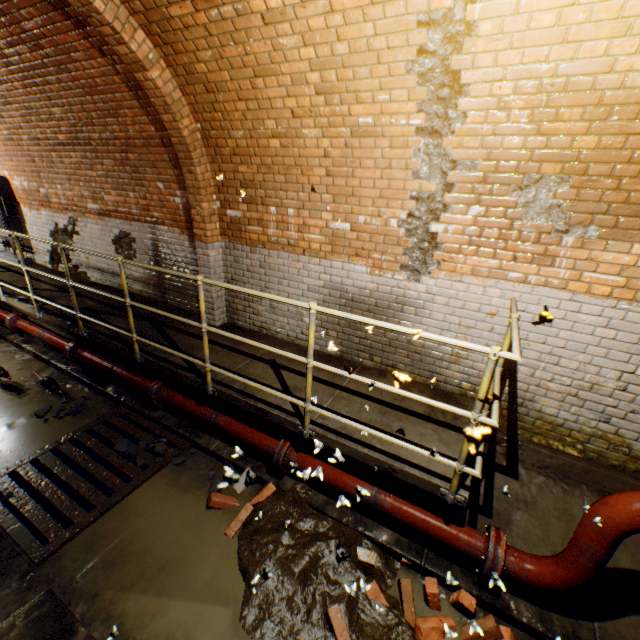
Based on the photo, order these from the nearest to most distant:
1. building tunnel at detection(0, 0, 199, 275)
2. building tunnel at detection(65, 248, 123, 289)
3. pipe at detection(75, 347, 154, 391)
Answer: building tunnel at detection(0, 0, 199, 275) → pipe at detection(75, 347, 154, 391) → building tunnel at detection(65, 248, 123, 289)

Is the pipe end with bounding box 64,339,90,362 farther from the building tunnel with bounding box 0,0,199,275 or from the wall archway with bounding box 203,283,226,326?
the wall archway with bounding box 203,283,226,326

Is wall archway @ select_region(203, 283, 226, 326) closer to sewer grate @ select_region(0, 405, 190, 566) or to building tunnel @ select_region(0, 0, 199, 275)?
building tunnel @ select_region(0, 0, 199, 275)

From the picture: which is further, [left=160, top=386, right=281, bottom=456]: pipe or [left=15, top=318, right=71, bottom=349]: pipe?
[left=15, top=318, right=71, bottom=349]: pipe

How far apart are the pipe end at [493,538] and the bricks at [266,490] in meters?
2.0 m

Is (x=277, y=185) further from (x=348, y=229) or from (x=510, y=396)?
(x=510, y=396)

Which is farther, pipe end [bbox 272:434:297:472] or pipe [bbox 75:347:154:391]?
pipe [bbox 75:347:154:391]

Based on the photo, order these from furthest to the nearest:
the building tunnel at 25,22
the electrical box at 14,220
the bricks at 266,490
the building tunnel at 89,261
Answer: the electrical box at 14,220 < the building tunnel at 89,261 < the building tunnel at 25,22 < the bricks at 266,490
